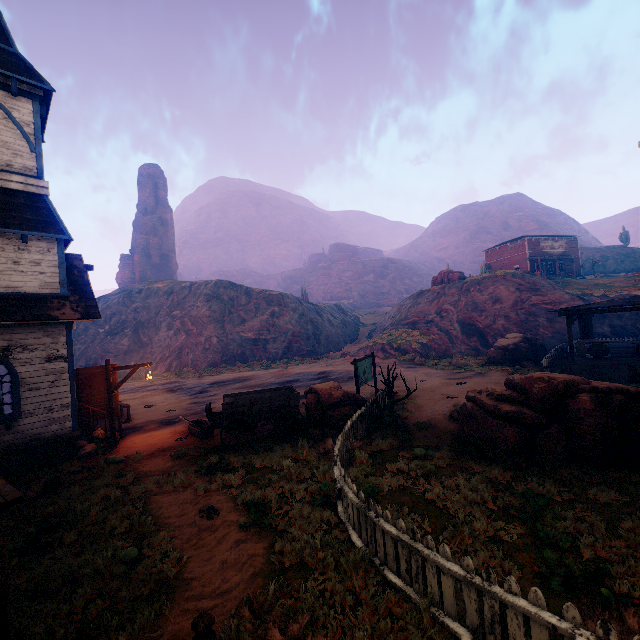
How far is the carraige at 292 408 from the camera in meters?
10.9

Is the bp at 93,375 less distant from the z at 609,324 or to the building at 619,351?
the building at 619,351

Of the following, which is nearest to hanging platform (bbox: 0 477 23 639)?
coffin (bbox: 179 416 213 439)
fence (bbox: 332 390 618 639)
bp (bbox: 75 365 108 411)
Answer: fence (bbox: 332 390 618 639)

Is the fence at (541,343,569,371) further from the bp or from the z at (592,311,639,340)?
the bp

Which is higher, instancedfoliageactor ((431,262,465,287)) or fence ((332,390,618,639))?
instancedfoliageactor ((431,262,465,287))

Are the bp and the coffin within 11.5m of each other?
yes

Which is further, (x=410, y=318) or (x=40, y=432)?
(x=410, y=318)

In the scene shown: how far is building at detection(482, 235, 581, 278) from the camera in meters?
46.1 m
